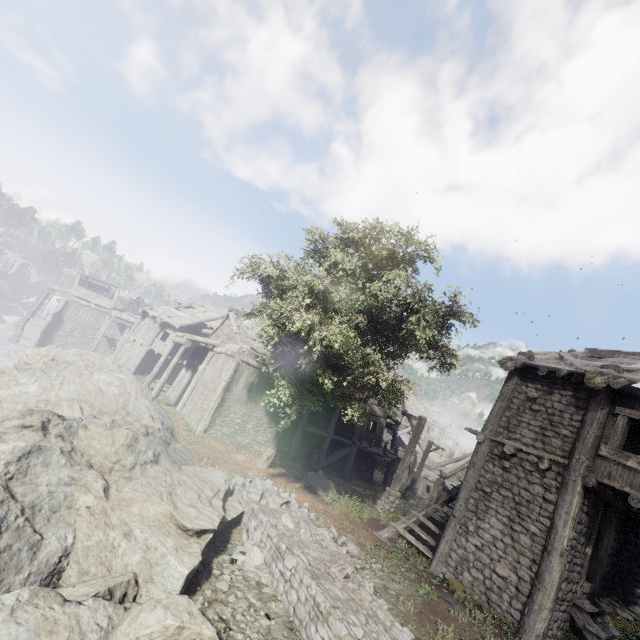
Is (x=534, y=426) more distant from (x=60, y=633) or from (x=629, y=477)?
(x=60, y=633)

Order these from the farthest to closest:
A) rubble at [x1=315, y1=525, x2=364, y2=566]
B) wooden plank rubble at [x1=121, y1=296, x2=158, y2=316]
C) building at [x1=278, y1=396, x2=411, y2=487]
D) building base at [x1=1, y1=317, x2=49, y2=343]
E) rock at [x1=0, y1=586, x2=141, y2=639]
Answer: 1. wooden plank rubble at [x1=121, y1=296, x2=158, y2=316]
2. building base at [x1=1, y1=317, x2=49, y2=343]
3. building at [x1=278, y1=396, x2=411, y2=487]
4. rubble at [x1=315, y1=525, x2=364, y2=566]
5. rock at [x1=0, y1=586, x2=141, y2=639]

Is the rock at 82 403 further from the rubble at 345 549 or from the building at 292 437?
the rubble at 345 549

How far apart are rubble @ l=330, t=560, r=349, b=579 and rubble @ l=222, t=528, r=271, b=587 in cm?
143

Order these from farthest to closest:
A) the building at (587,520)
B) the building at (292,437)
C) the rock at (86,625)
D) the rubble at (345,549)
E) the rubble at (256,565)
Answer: the building at (292,437)
the rubble at (345,549)
the building at (587,520)
the rubble at (256,565)
the rock at (86,625)

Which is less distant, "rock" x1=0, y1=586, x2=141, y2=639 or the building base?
"rock" x1=0, y1=586, x2=141, y2=639

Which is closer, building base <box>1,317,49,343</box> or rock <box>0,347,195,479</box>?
rock <box>0,347,195,479</box>

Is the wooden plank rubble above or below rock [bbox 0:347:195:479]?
above
